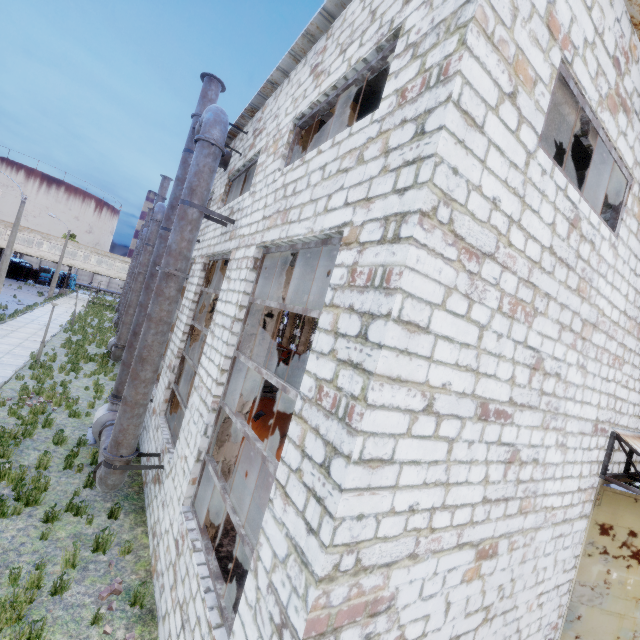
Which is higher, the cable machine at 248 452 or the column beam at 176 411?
the column beam at 176 411

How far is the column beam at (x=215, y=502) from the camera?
6.88m

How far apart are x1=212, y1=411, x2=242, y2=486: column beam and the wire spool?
18.3 meters

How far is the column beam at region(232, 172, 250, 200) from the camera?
Answer: 10.9 meters

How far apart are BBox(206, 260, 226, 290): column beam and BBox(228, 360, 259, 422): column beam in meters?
4.1

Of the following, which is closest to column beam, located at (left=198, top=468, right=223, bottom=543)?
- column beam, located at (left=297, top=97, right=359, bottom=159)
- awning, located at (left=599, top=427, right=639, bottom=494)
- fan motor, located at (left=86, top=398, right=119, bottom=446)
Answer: column beam, located at (left=297, top=97, right=359, bottom=159)

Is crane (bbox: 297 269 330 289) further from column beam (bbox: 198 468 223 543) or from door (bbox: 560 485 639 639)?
door (bbox: 560 485 639 639)

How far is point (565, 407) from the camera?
4.9 meters
